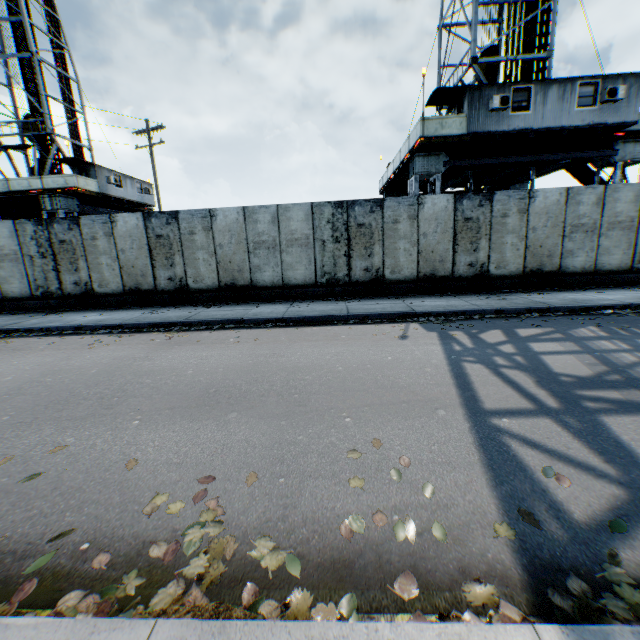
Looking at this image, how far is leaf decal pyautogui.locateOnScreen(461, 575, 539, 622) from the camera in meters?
1.7 m

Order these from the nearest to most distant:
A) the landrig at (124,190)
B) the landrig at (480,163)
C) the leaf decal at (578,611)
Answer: the leaf decal at (578,611), the landrig at (480,163), the landrig at (124,190)

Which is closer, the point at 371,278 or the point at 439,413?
the point at 439,413

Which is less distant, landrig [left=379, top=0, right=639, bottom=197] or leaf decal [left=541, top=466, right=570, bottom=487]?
leaf decal [left=541, top=466, right=570, bottom=487]

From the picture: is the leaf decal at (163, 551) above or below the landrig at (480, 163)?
below

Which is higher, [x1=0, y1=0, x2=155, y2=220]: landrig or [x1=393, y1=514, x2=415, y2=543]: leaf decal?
[x1=0, y1=0, x2=155, y2=220]: landrig

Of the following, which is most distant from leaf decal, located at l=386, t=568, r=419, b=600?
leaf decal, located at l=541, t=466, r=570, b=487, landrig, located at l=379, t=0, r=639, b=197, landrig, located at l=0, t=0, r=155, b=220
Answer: landrig, located at l=0, t=0, r=155, b=220
